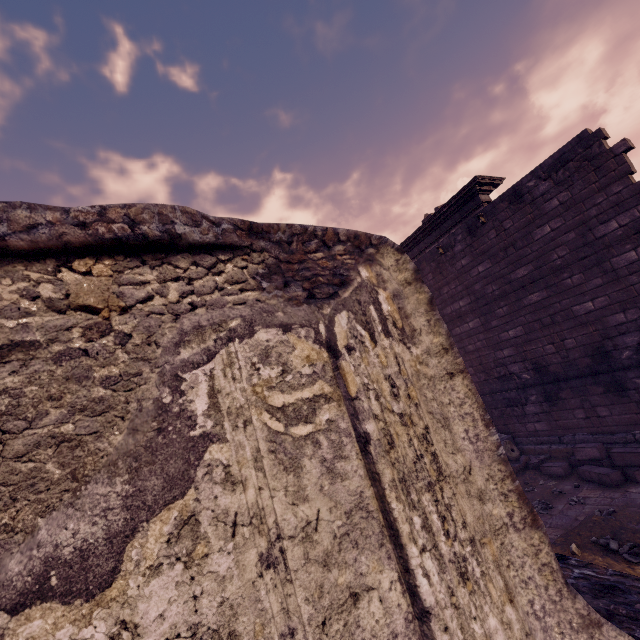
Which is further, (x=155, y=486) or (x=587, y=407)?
(x=587, y=407)

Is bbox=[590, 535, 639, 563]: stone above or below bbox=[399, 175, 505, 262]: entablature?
below

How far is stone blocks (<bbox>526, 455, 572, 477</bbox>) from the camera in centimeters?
740cm

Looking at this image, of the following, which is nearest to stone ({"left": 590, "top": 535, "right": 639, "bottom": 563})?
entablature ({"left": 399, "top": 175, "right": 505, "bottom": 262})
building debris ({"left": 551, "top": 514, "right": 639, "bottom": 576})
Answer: building debris ({"left": 551, "top": 514, "right": 639, "bottom": 576})

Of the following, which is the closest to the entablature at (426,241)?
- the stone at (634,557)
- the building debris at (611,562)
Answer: the building debris at (611,562)
